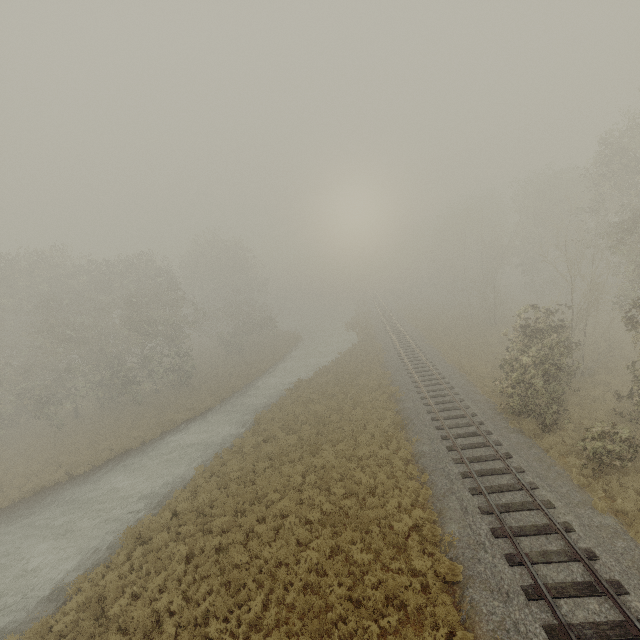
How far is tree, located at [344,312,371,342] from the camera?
41.6 meters

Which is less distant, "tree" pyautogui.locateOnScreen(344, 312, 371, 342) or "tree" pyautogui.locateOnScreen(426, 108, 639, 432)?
"tree" pyautogui.locateOnScreen(426, 108, 639, 432)

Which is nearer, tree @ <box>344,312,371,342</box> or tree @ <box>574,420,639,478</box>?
tree @ <box>574,420,639,478</box>

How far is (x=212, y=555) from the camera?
12.6m

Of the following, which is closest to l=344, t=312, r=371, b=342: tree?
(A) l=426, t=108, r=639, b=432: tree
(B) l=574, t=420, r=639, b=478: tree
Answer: (A) l=426, t=108, r=639, b=432: tree

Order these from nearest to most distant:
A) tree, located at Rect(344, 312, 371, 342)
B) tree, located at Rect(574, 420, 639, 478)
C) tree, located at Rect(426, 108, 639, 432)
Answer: tree, located at Rect(574, 420, 639, 478) → tree, located at Rect(426, 108, 639, 432) → tree, located at Rect(344, 312, 371, 342)

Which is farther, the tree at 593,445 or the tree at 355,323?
the tree at 355,323

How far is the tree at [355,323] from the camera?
41.6 meters
